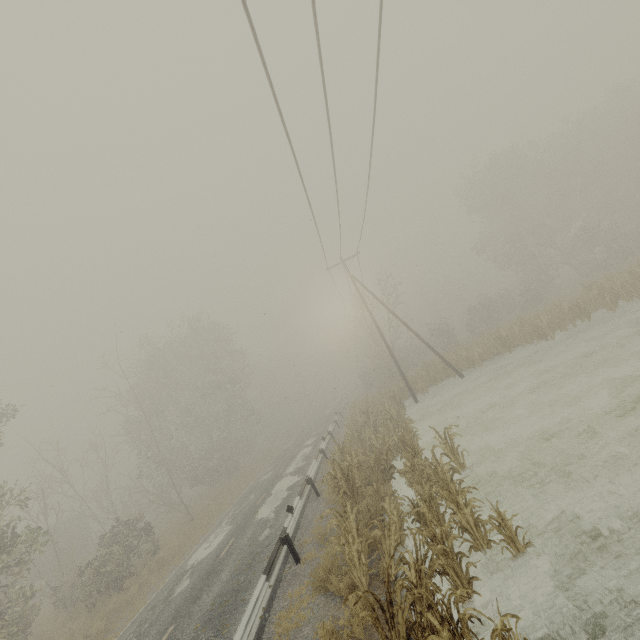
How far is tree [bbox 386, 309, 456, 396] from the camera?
24.78m

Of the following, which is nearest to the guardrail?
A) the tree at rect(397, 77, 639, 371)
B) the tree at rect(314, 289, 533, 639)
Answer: the tree at rect(314, 289, 533, 639)

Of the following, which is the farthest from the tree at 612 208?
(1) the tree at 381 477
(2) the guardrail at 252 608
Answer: (1) the tree at 381 477

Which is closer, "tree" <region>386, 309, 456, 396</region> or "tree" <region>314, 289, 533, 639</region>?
"tree" <region>314, 289, 533, 639</region>

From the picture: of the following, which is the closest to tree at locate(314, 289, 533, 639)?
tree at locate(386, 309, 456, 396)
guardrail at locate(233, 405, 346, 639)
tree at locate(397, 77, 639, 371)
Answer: guardrail at locate(233, 405, 346, 639)

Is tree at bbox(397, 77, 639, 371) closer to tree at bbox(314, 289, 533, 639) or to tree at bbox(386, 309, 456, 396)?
tree at bbox(386, 309, 456, 396)

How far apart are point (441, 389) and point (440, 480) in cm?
1551

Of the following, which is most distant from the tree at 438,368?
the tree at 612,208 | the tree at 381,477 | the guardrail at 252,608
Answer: the tree at 612,208
